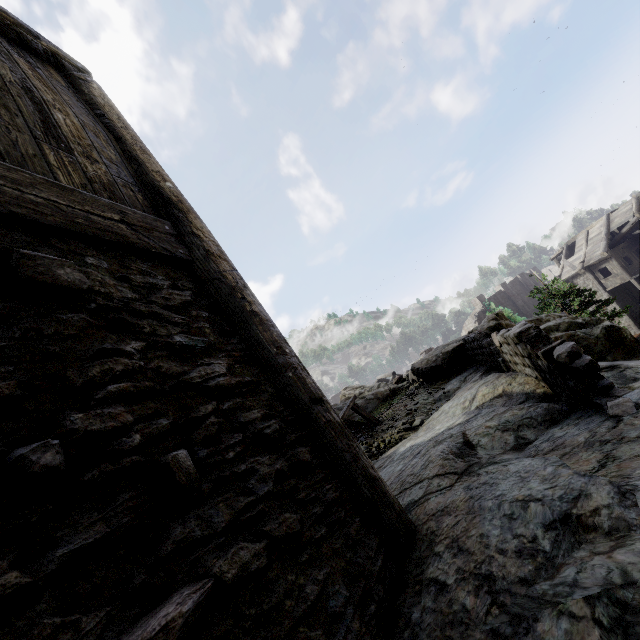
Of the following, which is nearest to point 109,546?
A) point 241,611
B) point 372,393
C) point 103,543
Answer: point 103,543

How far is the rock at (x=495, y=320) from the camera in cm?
951

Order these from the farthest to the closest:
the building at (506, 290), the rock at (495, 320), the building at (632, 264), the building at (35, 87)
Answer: the building at (506, 290), the building at (632, 264), the rock at (495, 320), the building at (35, 87)

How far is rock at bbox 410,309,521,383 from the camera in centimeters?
951cm

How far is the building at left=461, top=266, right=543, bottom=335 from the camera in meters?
44.7 m

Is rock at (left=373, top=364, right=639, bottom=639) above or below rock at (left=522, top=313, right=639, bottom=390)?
above

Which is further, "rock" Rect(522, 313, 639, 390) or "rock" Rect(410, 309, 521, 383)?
"rock" Rect(410, 309, 521, 383)

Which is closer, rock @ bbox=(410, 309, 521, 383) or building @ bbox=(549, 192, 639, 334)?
rock @ bbox=(410, 309, 521, 383)
